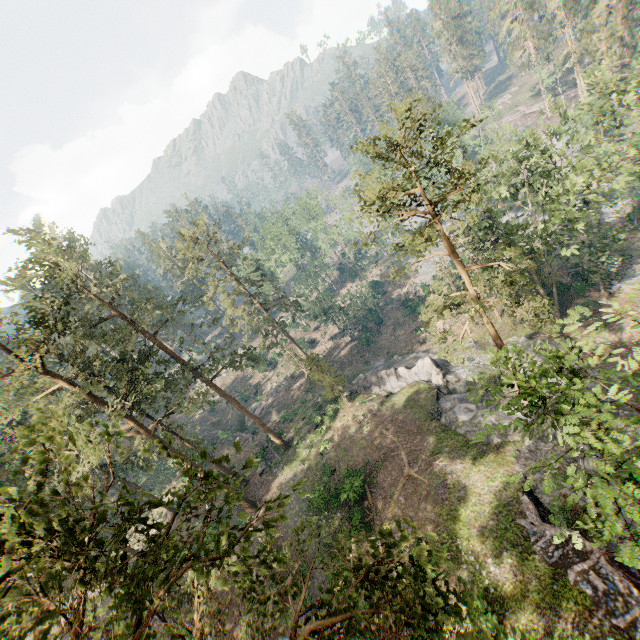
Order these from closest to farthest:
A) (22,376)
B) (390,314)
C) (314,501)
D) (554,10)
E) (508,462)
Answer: (22,376)
(508,462)
(314,501)
(390,314)
(554,10)

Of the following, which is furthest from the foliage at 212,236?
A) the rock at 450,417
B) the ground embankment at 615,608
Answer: the ground embankment at 615,608

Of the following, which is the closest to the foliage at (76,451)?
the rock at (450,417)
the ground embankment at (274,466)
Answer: the rock at (450,417)

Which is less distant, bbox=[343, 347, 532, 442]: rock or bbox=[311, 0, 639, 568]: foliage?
bbox=[311, 0, 639, 568]: foliage

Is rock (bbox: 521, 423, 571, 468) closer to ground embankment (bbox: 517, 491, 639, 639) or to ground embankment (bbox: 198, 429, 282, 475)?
ground embankment (bbox: 517, 491, 639, 639)

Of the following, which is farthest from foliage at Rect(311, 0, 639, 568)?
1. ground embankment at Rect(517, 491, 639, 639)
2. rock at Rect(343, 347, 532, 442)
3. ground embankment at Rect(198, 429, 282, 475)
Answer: ground embankment at Rect(517, 491, 639, 639)
